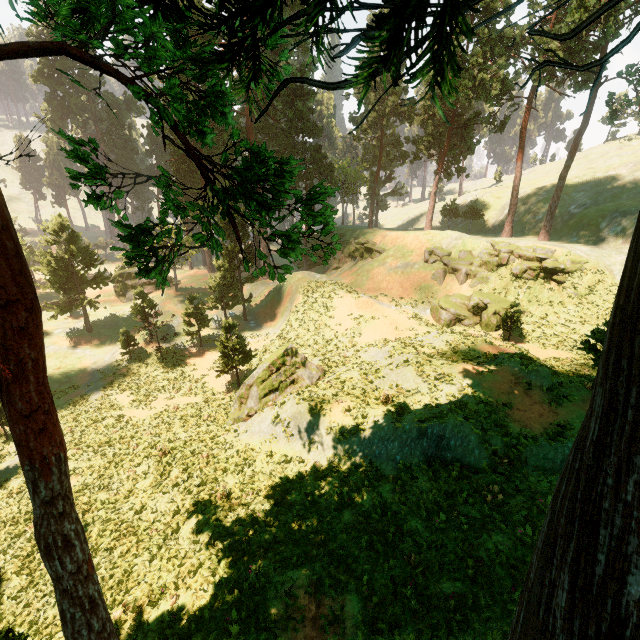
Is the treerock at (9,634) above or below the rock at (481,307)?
above

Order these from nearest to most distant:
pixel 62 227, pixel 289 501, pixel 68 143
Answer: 1. pixel 68 143
2. pixel 289 501
3. pixel 62 227

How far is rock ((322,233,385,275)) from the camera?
44.77m

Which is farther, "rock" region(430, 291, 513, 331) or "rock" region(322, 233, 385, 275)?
"rock" region(322, 233, 385, 275)

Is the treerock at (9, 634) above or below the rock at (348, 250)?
above

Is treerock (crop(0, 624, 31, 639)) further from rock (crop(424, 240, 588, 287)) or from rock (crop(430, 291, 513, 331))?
rock (crop(430, 291, 513, 331))

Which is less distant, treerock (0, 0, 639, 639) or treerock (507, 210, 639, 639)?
treerock (507, 210, 639, 639)

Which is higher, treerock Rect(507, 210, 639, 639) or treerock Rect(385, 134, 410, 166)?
treerock Rect(385, 134, 410, 166)
